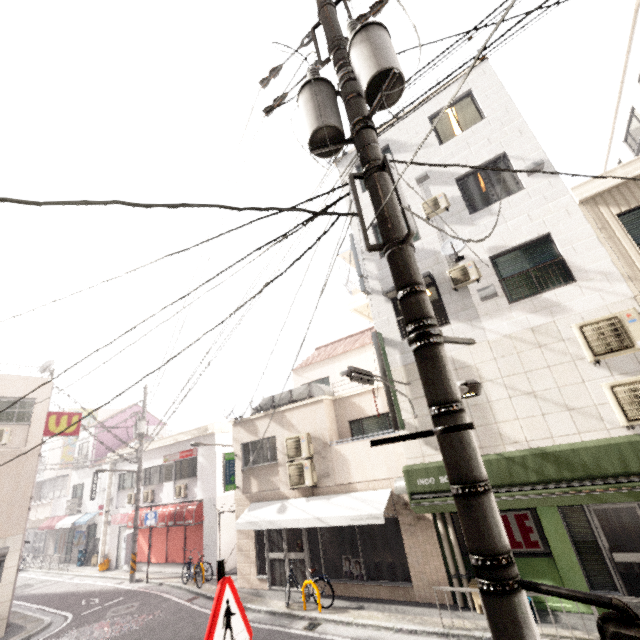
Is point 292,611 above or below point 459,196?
below

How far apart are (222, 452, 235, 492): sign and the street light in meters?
11.6 m

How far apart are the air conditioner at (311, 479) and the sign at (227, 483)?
2.87m

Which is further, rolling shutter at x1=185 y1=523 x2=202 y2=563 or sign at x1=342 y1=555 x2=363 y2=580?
rolling shutter at x1=185 y1=523 x2=202 y2=563

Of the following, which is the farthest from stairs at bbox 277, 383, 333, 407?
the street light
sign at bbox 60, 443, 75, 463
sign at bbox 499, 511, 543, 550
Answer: sign at bbox 60, 443, 75, 463

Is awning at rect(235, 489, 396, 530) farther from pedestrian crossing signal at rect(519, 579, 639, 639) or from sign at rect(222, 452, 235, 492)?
pedestrian crossing signal at rect(519, 579, 639, 639)

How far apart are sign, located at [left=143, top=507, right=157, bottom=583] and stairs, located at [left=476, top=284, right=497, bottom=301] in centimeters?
1713cm

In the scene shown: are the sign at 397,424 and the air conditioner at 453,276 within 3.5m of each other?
yes
